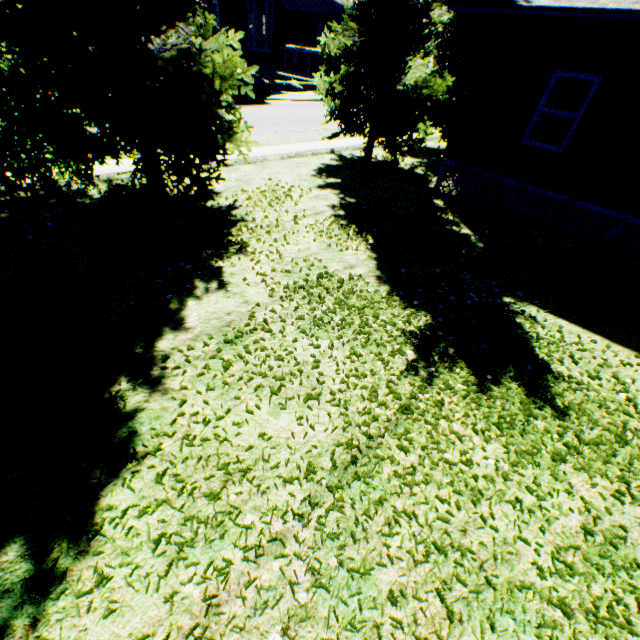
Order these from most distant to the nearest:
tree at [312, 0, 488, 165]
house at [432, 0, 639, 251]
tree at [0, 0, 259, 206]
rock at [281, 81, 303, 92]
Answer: rock at [281, 81, 303, 92] < tree at [312, 0, 488, 165] < house at [432, 0, 639, 251] < tree at [0, 0, 259, 206]

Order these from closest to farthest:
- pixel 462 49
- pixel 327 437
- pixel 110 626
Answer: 1. pixel 110 626
2. pixel 327 437
3. pixel 462 49

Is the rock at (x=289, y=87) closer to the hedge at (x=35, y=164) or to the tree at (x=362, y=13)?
the tree at (x=362, y=13)

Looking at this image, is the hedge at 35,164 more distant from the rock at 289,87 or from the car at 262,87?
the rock at 289,87

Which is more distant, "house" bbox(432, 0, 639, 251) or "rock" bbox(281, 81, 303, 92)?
"rock" bbox(281, 81, 303, 92)

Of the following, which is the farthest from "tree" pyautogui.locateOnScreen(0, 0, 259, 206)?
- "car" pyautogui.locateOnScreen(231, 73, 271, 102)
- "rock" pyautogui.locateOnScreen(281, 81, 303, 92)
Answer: "rock" pyautogui.locateOnScreen(281, 81, 303, 92)

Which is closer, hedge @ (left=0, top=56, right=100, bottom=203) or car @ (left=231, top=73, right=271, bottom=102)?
hedge @ (left=0, top=56, right=100, bottom=203)

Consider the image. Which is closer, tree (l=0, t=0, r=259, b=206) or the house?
tree (l=0, t=0, r=259, b=206)
